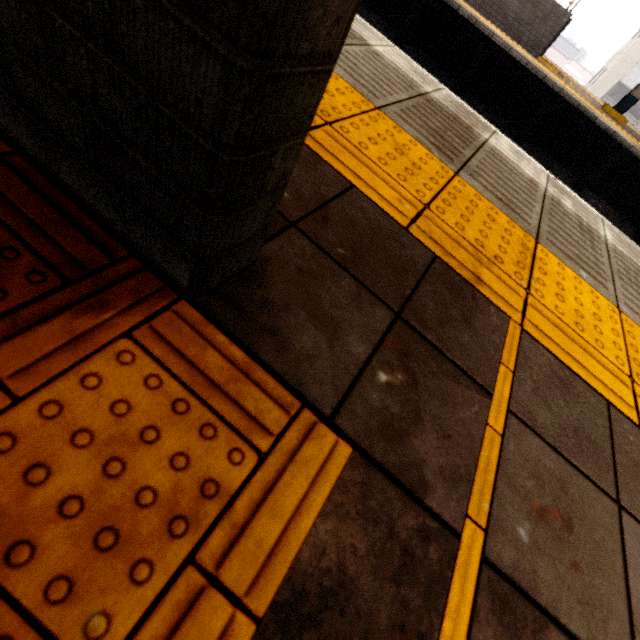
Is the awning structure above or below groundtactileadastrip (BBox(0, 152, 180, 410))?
above

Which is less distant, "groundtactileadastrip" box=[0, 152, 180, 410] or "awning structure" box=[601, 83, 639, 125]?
"groundtactileadastrip" box=[0, 152, 180, 410]

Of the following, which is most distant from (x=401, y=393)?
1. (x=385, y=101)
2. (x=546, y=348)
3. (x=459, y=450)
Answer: (x=385, y=101)

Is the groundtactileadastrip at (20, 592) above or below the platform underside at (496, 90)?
above

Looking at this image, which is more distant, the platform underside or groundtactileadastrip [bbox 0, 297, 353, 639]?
the platform underside

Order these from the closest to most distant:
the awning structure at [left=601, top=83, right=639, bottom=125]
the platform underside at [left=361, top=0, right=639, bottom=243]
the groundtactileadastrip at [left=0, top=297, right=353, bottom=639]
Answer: the groundtactileadastrip at [left=0, top=297, right=353, bottom=639] < the platform underside at [left=361, top=0, right=639, bottom=243] < the awning structure at [left=601, top=83, right=639, bottom=125]

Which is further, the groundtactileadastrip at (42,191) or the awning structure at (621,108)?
the awning structure at (621,108)
